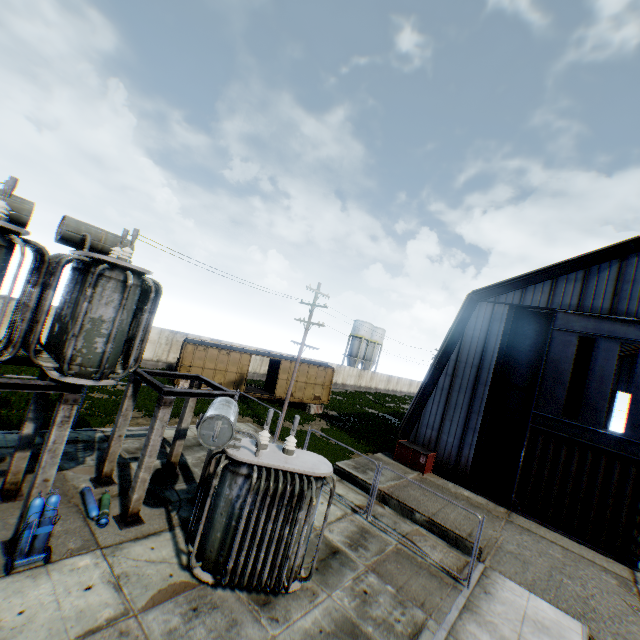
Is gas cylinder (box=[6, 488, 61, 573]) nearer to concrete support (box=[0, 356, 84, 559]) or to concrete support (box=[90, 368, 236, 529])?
concrete support (box=[0, 356, 84, 559])

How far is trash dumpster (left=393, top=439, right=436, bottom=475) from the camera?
17.8m

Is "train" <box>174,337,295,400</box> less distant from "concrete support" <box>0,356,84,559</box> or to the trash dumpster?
the trash dumpster

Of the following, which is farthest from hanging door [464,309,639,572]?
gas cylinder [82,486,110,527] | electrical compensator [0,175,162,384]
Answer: electrical compensator [0,175,162,384]

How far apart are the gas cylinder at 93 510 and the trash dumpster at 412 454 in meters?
14.4 m

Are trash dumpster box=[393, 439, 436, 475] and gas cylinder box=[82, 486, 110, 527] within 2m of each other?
no

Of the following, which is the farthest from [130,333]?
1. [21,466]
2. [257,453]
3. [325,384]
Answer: [325,384]

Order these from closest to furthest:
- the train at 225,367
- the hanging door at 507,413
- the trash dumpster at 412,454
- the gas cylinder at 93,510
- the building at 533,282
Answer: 1. the gas cylinder at 93,510
2. the hanging door at 507,413
3. the building at 533,282
4. the trash dumpster at 412,454
5. the train at 225,367
